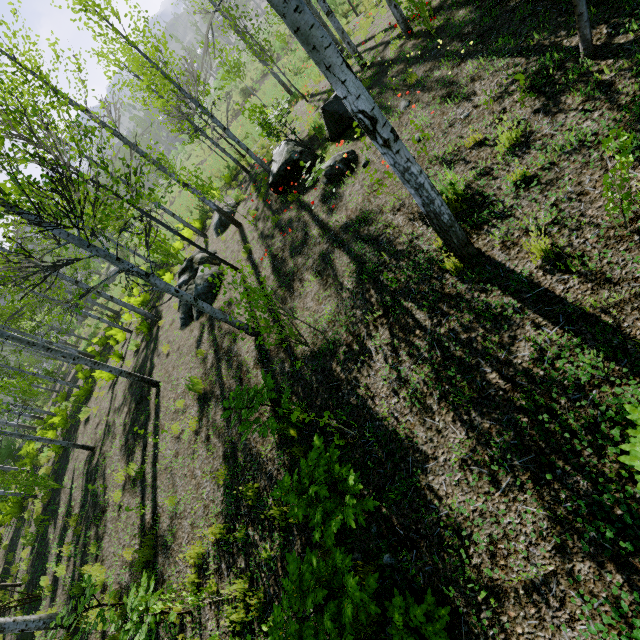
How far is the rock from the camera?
8.23m

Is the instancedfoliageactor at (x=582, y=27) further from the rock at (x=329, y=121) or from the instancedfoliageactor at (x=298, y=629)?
the instancedfoliageactor at (x=298, y=629)

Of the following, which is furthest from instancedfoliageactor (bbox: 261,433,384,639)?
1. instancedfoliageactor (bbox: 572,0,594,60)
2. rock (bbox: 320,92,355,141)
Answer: rock (bbox: 320,92,355,141)

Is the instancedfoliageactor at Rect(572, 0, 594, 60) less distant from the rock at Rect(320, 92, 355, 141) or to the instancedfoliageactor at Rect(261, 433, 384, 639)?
the rock at Rect(320, 92, 355, 141)

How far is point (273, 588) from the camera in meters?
4.4 m

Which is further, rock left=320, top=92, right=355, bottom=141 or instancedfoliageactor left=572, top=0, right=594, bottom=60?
rock left=320, top=92, right=355, bottom=141

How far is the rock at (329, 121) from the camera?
8.23m

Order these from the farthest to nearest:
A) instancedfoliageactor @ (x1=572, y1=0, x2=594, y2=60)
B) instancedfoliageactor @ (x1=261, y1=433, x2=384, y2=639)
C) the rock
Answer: the rock → instancedfoliageactor @ (x1=572, y1=0, x2=594, y2=60) → instancedfoliageactor @ (x1=261, y1=433, x2=384, y2=639)
